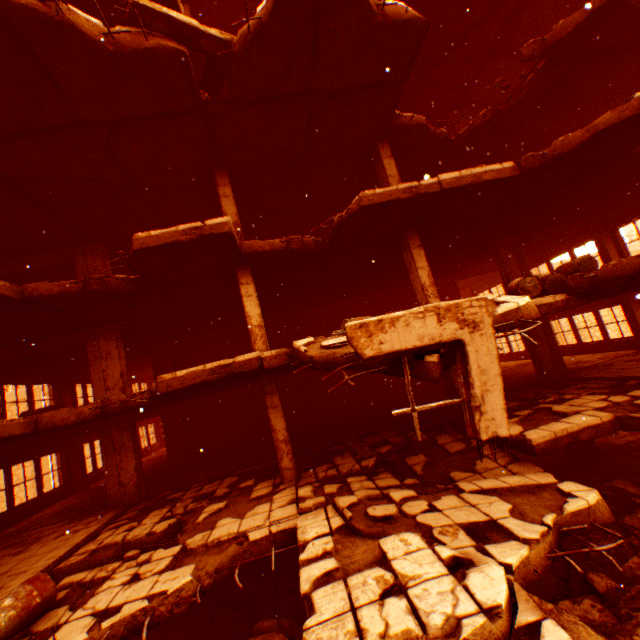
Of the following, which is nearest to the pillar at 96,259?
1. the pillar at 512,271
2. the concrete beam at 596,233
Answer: the pillar at 512,271

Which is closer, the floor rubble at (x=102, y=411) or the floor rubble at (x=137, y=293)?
the floor rubble at (x=102, y=411)

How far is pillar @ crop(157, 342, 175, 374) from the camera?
15.5m

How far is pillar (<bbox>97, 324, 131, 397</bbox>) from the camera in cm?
1046

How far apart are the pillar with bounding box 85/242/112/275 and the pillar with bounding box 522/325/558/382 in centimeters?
1436cm

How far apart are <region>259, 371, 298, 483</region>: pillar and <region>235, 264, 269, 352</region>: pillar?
0.3 meters

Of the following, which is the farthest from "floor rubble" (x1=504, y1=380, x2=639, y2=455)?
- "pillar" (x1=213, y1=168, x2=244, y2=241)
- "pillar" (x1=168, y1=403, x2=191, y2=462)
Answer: "pillar" (x1=213, y1=168, x2=244, y2=241)

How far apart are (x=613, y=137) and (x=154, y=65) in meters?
9.4
